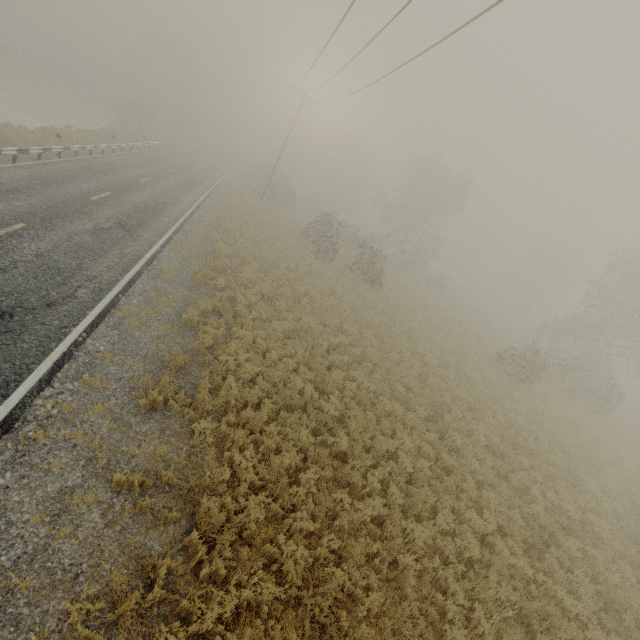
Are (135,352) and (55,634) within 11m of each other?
yes
